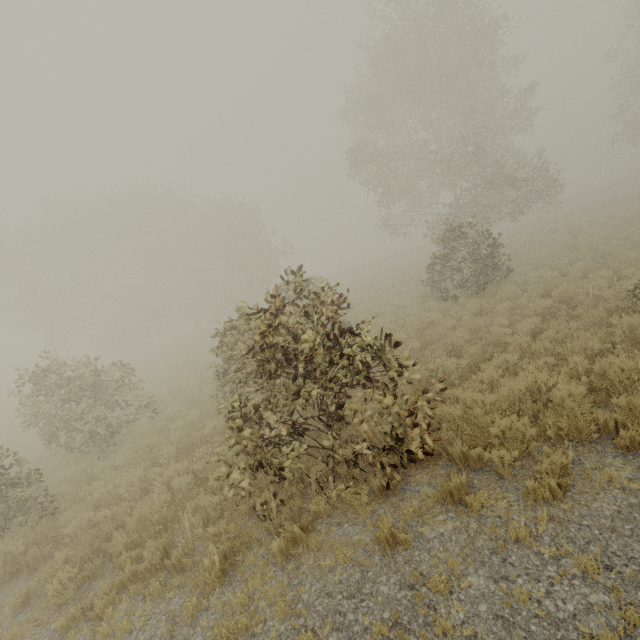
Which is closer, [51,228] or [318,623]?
[318,623]

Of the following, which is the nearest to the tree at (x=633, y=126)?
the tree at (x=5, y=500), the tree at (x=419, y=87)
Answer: the tree at (x=419, y=87)

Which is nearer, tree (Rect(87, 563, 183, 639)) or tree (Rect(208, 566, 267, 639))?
tree (Rect(208, 566, 267, 639))

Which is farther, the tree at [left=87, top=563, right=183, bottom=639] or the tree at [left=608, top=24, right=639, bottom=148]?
the tree at [left=608, top=24, right=639, bottom=148]

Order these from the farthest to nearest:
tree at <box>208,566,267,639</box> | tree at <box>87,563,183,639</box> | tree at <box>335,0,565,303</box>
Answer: tree at <box>335,0,565,303</box>, tree at <box>87,563,183,639</box>, tree at <box>208,566,267,639</box>

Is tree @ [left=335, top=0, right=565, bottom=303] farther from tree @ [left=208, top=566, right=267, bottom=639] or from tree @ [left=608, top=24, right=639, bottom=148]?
tree @ [left=208, top=566, right=267, bottom=639]
